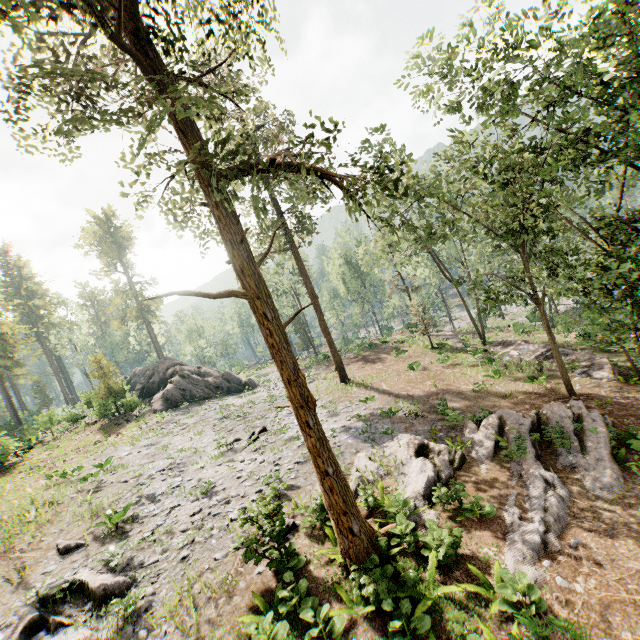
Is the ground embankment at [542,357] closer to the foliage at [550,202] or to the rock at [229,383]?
the foliage at [550,202]

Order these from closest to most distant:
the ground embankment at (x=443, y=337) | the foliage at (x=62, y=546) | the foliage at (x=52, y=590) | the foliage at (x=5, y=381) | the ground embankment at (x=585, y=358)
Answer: the foliage at (x=52, y=590) < the foliage at (x=62, y=546) < the ground embankment at (x=585, y=358) < the ground embankment at (x=443, y=337) < the foliage at (x=5, y=381)

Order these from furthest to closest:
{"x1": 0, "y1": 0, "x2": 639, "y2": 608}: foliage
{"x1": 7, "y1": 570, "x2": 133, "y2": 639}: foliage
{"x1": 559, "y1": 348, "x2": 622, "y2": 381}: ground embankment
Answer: {"x1": 559, "y1": 348, "x2": 622, "y2": 381}: ground embankment < {"x1": 7, "y1": 570, "x2": 133, "y2": 639}: foliage < {"x1": 0, "y1": 0, "x2": 639, "y2": 608}: foliage

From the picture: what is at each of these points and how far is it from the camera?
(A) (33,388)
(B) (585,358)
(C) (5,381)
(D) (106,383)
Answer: (A) foliage, 58.7m
(B) ground embankment, 20.9m
(C) foliage, 58.6m
(D) foliage, 31.0m

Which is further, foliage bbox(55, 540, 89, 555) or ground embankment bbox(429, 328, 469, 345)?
ground embankment bbox(429, 328, 469, 345)

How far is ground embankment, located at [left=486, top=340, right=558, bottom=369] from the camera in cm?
2240

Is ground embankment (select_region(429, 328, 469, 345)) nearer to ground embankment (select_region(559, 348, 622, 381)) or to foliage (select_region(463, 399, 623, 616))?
foliage (select_region(463, 399, 623, 616))

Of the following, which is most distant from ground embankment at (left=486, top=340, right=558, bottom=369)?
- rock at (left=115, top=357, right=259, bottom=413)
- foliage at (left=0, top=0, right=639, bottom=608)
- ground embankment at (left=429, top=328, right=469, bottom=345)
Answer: rock at (left=115, top=357, right=259, bottom=413)
